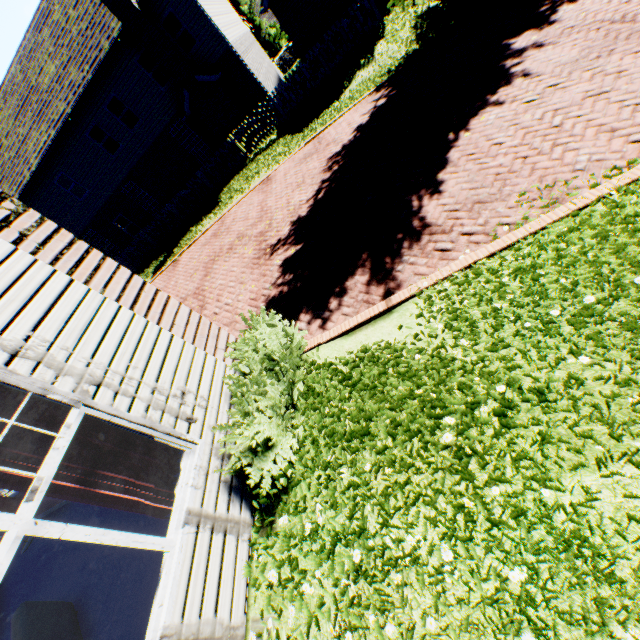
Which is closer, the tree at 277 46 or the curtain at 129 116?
the curtain at 129 116

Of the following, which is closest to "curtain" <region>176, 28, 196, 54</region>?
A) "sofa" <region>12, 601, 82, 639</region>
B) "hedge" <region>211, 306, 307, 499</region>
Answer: "hedge" <region>211, 306, 307, 499</region>

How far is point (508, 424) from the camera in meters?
2.8

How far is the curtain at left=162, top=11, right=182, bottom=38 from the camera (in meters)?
15.00

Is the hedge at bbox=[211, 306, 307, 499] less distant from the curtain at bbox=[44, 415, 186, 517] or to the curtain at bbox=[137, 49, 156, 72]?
the curtain at bbox=[44, 415, 186, 517]

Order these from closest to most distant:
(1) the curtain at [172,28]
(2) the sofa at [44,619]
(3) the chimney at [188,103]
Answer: (2) the sofa at [44,619]
(3) the chimney at [188,103]
(1) the curtain at [172,28]

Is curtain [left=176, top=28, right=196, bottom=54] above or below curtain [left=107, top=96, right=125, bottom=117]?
below

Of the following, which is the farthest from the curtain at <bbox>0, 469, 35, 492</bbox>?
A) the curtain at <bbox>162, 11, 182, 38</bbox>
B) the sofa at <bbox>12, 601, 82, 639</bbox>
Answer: the curtain at <bbox>162, 11, 182, 38</bbox>
